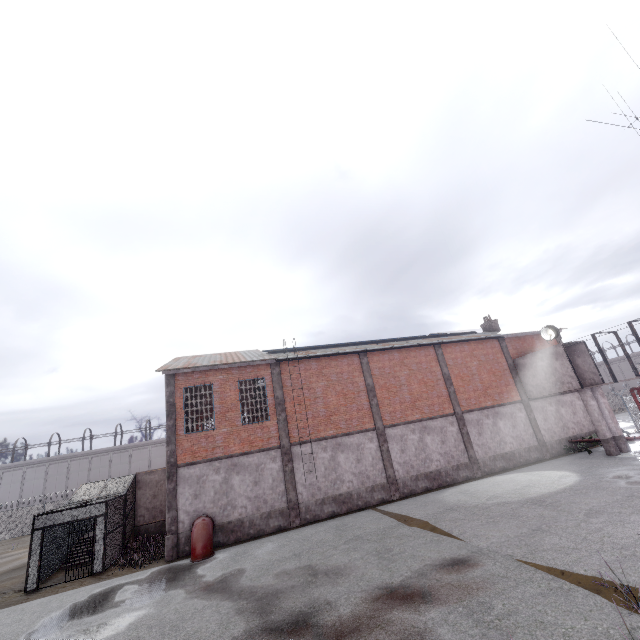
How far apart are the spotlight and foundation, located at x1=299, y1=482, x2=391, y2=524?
14.5 meters

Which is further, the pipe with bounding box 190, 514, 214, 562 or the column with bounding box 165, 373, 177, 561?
the column with bounding box 165, 373, 177, 561

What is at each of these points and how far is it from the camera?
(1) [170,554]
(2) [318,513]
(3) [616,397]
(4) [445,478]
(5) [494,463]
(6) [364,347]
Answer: (1) column, 15.0m
(2) foundation, 17.3m
(3) fence, 51.9m
(4) foundation, 19.8m
(5) foundation, 21.1m
(6) window, 22.0m

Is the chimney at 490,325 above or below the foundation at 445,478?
above

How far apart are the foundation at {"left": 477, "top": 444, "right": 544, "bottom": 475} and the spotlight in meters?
7.3 m

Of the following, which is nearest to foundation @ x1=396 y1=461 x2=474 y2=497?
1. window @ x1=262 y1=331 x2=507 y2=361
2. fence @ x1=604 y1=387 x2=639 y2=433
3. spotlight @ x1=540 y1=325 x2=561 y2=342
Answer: window @ x1=262 y1=331 x2=507 y2=361

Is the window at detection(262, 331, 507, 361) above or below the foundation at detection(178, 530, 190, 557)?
above

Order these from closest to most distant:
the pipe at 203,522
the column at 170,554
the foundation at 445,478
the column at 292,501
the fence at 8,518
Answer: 1. the pipe at 203,522
2. the column at 170,554
3. the column at 292,501
4. the foundation at 445,478
5. the fence at 8,518
